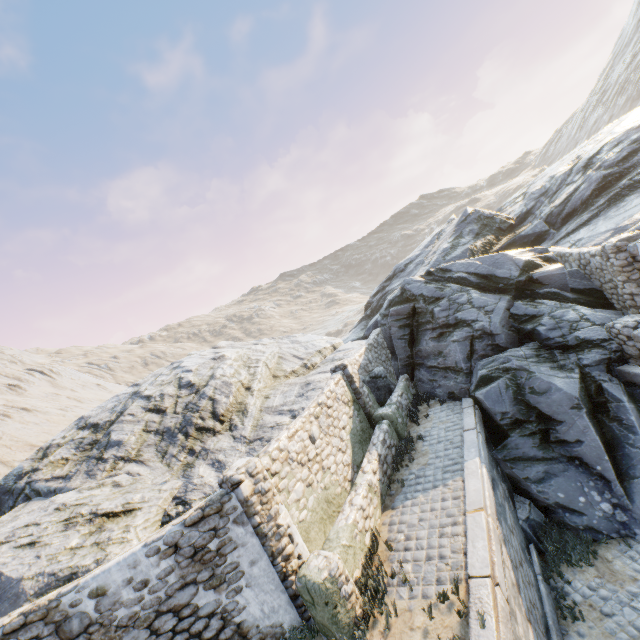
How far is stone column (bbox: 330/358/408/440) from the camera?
10.7 meters

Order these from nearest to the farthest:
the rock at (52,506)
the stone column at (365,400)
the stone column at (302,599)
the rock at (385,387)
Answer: the stone column at (302,599), the rock at (52,506), the stone column at (365,400), the rock at (385,387)

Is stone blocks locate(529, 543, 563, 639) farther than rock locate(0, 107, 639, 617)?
No

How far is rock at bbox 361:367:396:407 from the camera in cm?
1265

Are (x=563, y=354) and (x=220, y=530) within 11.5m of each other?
yes

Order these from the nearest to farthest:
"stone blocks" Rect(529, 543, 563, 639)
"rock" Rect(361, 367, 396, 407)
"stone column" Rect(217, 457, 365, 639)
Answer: "stone column" Rect(217, 457, 365, 639) < "stone blocks" Rect(529, 543, 563, 639) < "rock" Rect(361, 367, 396, 407)

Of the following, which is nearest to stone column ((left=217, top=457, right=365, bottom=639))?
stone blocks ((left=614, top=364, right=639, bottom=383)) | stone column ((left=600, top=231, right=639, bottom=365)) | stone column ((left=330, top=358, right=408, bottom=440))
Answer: stone blocks ((left=614, top=364, right=639, bottom=383))

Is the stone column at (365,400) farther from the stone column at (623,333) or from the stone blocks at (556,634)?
the stone column at (623,333)
